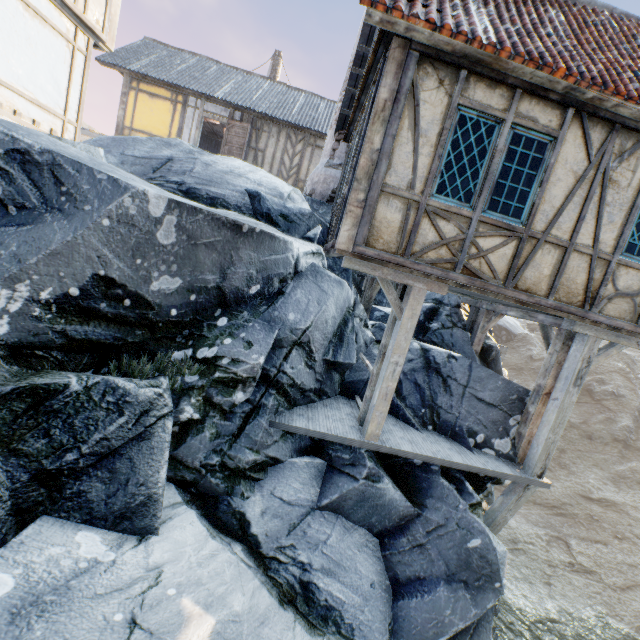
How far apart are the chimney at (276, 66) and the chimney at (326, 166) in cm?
1385

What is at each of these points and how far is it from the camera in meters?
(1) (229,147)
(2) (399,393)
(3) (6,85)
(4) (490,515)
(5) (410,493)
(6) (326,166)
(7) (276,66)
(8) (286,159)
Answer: (1) door, 15.4
(2) rock, 7.3
(3) building, 6.9
(4) wooden structure, 6.2
(5) rock, 6.1
(6) chimney, 8.5
(7) chimney, 20.5
(8) building, 15.9

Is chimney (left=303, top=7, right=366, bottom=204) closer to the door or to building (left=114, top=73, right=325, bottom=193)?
building (left=114, top=73, right=325, bottom=193)

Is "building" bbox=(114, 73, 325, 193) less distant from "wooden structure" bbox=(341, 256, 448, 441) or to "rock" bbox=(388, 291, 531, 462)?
"rock" bbox=(388, 291, 531, 462)

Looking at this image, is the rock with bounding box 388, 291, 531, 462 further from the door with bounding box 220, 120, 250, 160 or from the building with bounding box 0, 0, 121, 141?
the door with bounding box 220, 120, 250, 160

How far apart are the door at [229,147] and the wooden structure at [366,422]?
12.4m

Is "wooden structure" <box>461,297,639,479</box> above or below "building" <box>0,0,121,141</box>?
below

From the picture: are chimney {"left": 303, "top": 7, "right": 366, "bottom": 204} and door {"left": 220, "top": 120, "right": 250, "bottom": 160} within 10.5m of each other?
yes
